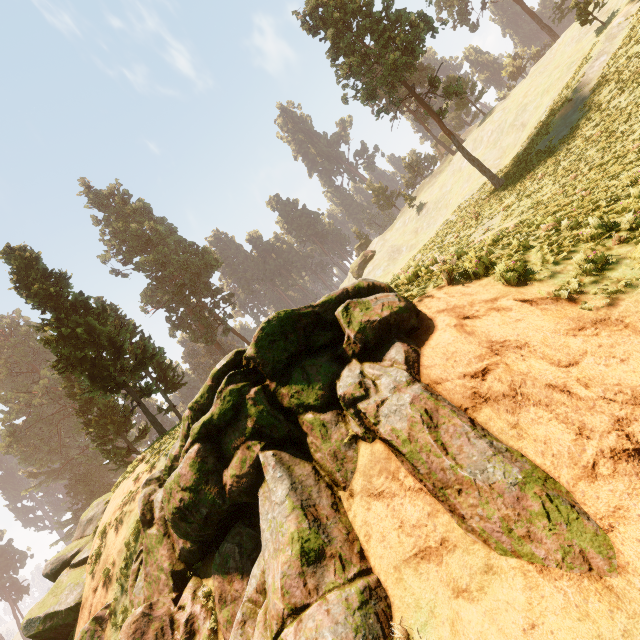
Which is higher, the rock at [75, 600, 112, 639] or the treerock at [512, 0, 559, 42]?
the treerock at [512, 0, 559, 42]

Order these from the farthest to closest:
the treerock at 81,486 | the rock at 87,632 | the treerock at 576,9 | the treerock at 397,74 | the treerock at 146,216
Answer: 1. the treerock at 146,216
2. the treerock at 576,9
3. the treerock at 397,74
4. the treerock at 81,486
5. the rock at 87,632

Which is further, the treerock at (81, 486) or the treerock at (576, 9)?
the treerock at (576, 9)

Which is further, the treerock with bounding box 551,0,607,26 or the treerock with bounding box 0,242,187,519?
the treerock with bounding box 551,0,607,26

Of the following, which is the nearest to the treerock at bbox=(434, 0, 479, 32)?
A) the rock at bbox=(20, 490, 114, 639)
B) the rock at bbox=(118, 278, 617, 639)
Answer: the rock at bbox=(20, 490, 114, 639)

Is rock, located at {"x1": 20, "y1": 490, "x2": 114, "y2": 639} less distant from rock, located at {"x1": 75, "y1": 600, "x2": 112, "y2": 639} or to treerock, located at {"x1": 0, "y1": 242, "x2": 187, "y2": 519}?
rock, located at {"x1": 75, "y1": 600, "x2": 112, "y2": 639}

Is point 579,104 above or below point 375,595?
above

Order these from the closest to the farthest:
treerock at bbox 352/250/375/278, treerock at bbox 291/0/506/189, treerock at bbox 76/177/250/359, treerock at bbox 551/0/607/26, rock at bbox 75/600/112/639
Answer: rock at bbox 75/600/112/639 < treerock at bbox 291/0/506/189 < treerock at bbox 551/0/607/26 < treerock at bbox 76/177/250/359 < treerock at bbox 352/250/375/278
